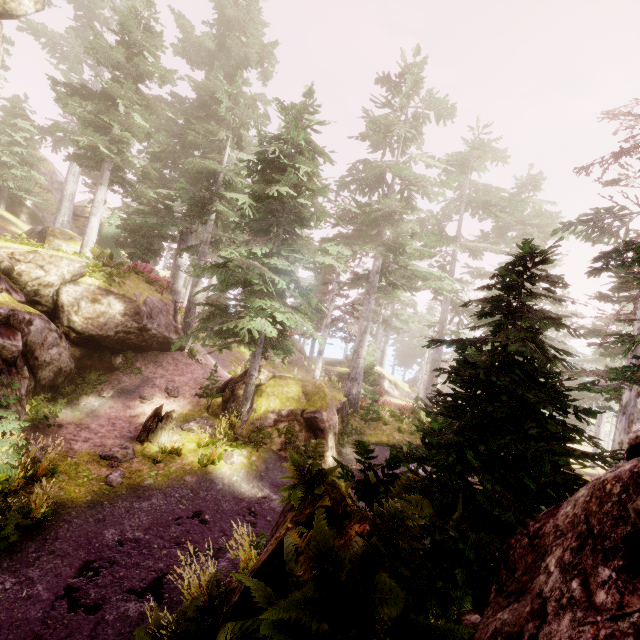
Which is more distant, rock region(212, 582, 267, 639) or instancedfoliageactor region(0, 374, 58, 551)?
instancedfoliageactor region(0, 374, 58, 551)

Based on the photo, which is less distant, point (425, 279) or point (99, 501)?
point (99, 501)

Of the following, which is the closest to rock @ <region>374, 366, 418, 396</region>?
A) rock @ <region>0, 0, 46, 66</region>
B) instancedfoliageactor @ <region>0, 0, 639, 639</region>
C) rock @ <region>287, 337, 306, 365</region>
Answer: instancedfoliageactor @ <region>0, 0, 639, 639</region>

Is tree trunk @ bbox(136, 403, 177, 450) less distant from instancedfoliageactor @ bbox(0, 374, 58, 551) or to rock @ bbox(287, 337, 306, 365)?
instancedfoliageactor @ bbox(0, 374, 58, 551)

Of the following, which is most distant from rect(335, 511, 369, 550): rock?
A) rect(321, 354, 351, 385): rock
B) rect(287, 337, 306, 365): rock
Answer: rect(321, 354, 351, 385): rock

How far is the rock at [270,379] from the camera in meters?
13.8 m

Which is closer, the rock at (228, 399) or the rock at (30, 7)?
the rock at (30, 7)

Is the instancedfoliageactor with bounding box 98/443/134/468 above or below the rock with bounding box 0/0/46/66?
below
